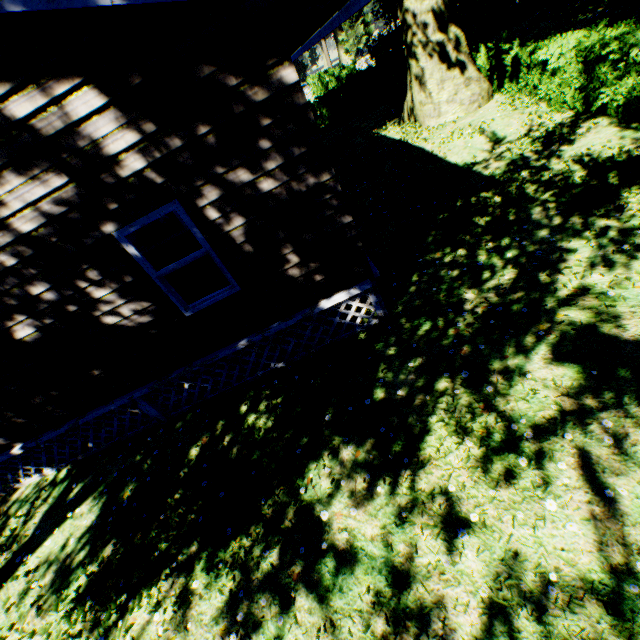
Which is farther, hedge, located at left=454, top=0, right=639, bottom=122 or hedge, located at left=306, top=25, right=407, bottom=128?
hedge, located at left=306, top=25, right=407, bottom=128

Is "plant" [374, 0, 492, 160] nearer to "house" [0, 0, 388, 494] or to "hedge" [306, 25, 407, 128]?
"hedge" [306, 25, 407, 128]

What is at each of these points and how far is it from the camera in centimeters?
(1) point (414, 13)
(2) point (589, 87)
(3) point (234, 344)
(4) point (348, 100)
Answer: (1) plant, 1059cm
(2) hedge, 802cm
(3) house, 579cm
(4) hedge, 2473cm

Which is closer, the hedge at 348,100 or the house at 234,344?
the house at 234,344

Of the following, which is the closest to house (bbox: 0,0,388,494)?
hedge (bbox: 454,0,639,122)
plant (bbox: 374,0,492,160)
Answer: plant (bbox: 374,0,492,160)

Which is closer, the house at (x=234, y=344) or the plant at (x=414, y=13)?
the house at (x=234, y=344)

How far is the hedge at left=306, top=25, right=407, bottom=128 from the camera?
20.64m
